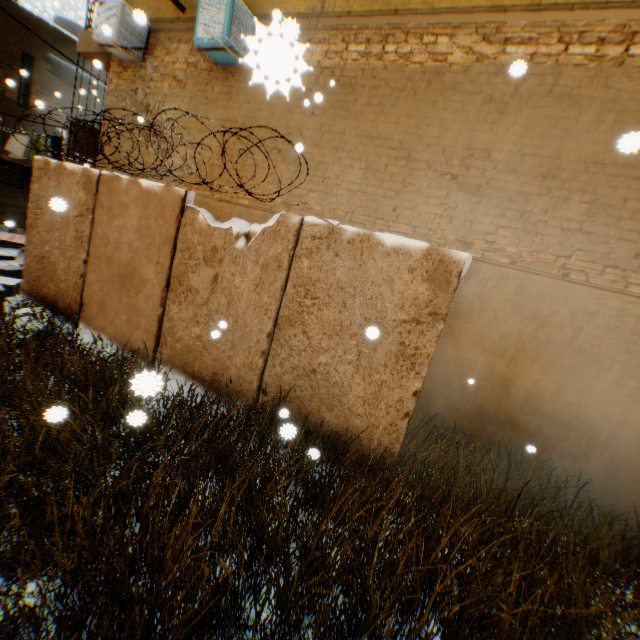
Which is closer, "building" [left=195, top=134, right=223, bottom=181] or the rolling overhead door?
"building" [left=195, top=134, right=223, bottom=181]

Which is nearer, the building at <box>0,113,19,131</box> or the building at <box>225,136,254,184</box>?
the building at <box>225,136,254,184</box>

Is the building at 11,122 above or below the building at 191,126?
below

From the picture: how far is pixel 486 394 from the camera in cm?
518

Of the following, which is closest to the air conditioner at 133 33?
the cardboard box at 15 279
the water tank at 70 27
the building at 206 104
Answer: the building at 206 104

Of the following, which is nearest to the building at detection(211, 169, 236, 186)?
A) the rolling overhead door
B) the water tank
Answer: the rolling overhead door

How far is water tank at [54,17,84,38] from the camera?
14.1 meters

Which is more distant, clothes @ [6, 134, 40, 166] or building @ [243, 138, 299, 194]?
clothes @ [6, 134, 40, 166]
